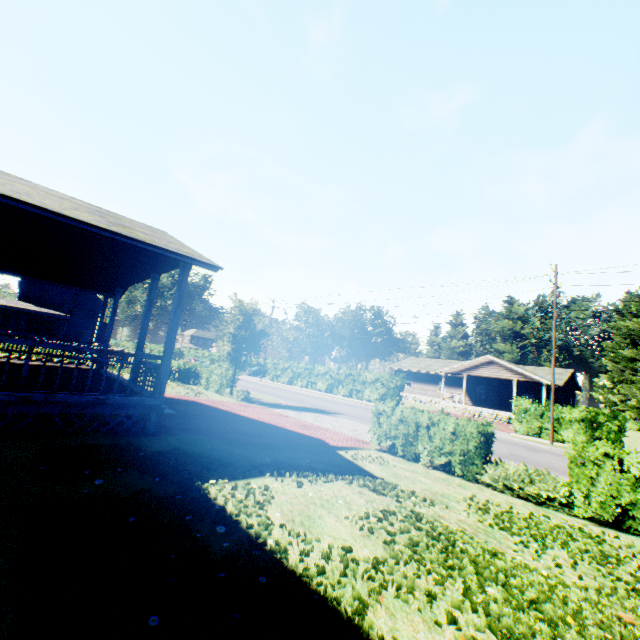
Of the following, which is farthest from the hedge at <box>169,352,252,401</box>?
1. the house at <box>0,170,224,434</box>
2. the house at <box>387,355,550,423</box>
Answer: the house at <box>0,170,224,434</box>

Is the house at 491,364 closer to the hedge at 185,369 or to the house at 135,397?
the hedge at 185,369

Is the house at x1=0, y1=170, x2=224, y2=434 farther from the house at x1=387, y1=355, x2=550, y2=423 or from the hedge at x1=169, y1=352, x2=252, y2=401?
the house at x1=387, y1=355, x2=550, y2=423

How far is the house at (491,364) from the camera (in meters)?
33.11

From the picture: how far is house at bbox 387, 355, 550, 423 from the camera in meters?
33.1 m

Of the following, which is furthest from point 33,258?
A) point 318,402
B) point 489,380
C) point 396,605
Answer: point 489,380

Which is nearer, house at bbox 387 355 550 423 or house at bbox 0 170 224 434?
house at bbox 0 170 224 434
